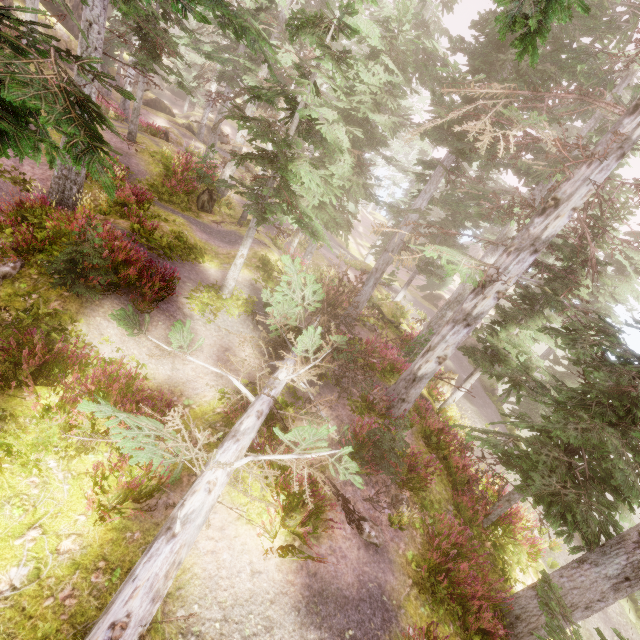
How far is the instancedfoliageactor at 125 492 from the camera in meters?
4.9

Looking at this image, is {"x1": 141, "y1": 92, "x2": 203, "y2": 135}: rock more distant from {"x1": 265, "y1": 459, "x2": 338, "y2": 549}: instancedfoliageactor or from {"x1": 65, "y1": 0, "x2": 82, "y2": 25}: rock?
{"x1": 65, "y1": 0, "x2": 82, "y2": 25}: rock

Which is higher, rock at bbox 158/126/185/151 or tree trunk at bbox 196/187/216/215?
rock at bbox 158/126/185/151

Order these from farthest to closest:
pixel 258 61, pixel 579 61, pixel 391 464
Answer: pixel 258 61 < pixel 391 464 < pixel 579 61

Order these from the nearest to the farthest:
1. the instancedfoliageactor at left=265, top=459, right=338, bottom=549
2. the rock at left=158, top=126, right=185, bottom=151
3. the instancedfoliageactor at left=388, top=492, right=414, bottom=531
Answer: the instancedfoliageactor at left=265, top=459, right=338, bottom=549 → the instancedfoliageactor at left=388, top=492, right=414, bottom=531 → the rock at left=158, top=126, right=185, bottom=151

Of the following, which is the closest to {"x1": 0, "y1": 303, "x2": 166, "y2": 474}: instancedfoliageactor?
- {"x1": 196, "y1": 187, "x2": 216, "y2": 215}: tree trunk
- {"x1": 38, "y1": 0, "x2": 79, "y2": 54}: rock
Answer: {"x1": 38, "y1": 0, "x2": 79, "y2": 54}: rock

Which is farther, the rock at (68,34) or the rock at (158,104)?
the rock at (158,104)

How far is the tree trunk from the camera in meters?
18.5
